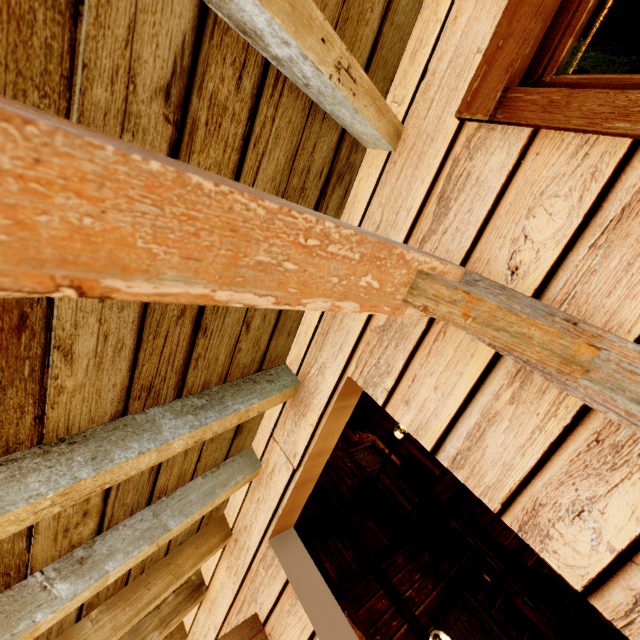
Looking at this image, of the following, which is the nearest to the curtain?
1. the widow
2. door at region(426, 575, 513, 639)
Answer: the widow

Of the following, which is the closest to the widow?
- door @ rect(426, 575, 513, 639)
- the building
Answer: the building

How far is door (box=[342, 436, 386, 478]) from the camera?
7.6m

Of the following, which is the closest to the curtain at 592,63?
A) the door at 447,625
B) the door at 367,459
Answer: the door at 447,625

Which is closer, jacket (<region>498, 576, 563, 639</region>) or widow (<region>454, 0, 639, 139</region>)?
widow (<region>454, 0, 639, 139</region>)

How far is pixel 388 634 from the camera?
4.6 meters

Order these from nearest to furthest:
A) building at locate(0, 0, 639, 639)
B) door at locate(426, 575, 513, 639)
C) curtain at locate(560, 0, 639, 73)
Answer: building at locate(0, 0, 639, 639) → curtain at locate(560, 0, 639, 73) → door at locate(426, 575, 513, 639)

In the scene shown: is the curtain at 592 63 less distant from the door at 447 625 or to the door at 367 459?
the door at 447 625
